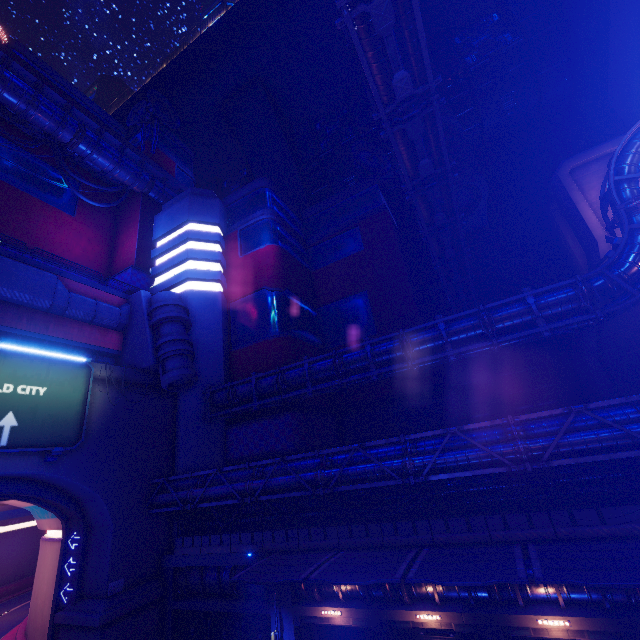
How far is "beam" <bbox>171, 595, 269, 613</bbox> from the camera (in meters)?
18.47

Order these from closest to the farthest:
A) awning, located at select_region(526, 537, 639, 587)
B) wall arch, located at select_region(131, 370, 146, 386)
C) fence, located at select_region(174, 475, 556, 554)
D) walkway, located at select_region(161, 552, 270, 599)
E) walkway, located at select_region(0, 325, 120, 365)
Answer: awning, located at select_region(526, 537, 639, 587)
fence, located at select_region(174, 475, 556, 554)
walkway, located at select_region(161, 552, 270, 599)
walkway, located at select_region(0, 325, 120, 365)
wall arch, located at select_region(131, 370, 146, 386)

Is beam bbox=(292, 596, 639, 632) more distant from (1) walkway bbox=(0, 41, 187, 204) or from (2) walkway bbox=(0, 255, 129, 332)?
(1) walkway bbox=(0, 41, 187, 204)

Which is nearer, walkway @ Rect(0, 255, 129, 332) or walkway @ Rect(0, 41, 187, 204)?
walkway @ Rect(0, 255, 129, 332)

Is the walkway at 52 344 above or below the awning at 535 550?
above

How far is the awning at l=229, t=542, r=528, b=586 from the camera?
11.31m

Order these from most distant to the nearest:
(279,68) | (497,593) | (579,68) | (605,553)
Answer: (279,68), (579,68), (497,593), (605,553)

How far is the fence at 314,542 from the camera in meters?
14.2
